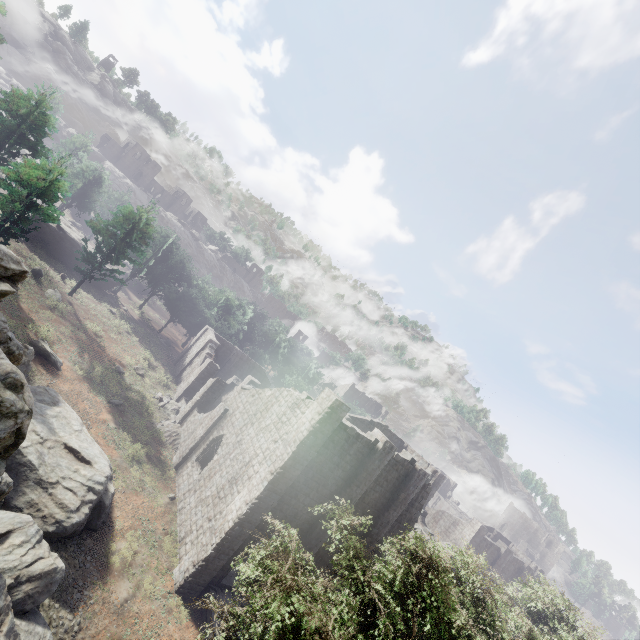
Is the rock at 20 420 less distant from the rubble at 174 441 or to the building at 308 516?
the building at 308 516

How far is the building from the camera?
17.0m

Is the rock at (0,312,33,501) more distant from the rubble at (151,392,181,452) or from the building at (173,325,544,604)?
the rubble at (151,392,181,452)

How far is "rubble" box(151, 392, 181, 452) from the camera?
26.6m

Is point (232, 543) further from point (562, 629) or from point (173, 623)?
point (562, 629)

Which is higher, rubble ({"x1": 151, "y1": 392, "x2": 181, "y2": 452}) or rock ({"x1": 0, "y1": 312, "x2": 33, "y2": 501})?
rock ({"x1": 0, "y1": 312, "x2": 33, "y2": 501})

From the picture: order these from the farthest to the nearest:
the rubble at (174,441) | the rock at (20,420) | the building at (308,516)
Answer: the rubble at (174,441) < the building at (308,516) < the rock at (20,420)

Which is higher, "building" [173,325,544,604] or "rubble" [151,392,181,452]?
"building" [173,325,544,604]
